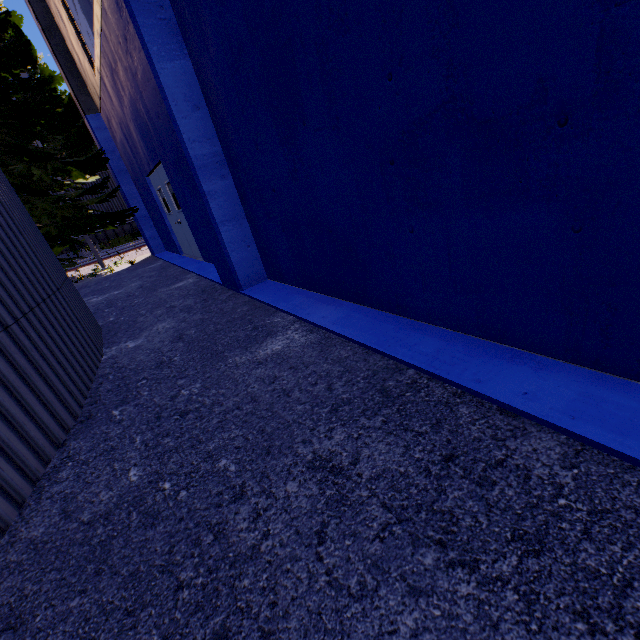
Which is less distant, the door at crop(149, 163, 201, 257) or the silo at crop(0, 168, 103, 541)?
the silo at crop(0, 168, 103, 541)

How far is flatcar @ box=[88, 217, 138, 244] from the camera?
17.69m

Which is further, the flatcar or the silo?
the flatcar

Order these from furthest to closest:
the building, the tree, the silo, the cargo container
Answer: the cargo container → the tree → the silo → the building

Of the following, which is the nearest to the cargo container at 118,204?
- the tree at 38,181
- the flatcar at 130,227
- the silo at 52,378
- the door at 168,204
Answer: the flatcar at 130,227

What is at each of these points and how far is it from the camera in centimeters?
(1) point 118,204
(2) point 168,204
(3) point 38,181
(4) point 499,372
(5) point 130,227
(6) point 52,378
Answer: (1) cargo container, 1802cm
(2) door, 937cm
(3) tree, 980cm
(4) building, 198cm
(5) flatcar, 1848cm
(6) silo, 283cm

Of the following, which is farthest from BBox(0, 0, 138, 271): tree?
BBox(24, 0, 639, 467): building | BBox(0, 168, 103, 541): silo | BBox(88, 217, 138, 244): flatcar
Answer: BBox(88, 217, 138, 244): flatcar

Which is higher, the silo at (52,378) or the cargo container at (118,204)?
the cargo container at (118,204)
